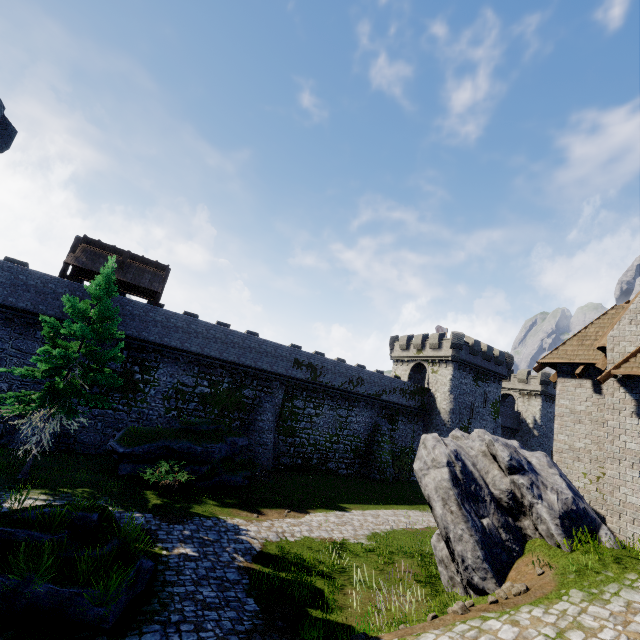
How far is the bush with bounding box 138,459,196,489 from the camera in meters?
15.8

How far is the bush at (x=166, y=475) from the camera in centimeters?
1580cm

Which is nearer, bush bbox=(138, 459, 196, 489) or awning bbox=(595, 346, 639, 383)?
awning bbox=(595, 346, 639, 383)

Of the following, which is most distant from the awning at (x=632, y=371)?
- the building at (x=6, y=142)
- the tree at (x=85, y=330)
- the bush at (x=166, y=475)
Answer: the building at (x=6, y=142)

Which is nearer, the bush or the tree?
the tree

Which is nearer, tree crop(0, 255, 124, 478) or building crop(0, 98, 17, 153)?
tree crop(0, 255, 124, 478)

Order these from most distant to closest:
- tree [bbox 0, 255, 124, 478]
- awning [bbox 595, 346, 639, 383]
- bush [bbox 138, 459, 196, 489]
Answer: bush [bbox 138, 459, 196, 489]
tree [bbox 0, 255, 124, 478]
awning [bbox 595, 346, 639, 383]

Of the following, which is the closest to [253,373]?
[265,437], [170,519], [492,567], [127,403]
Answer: [265,437]
